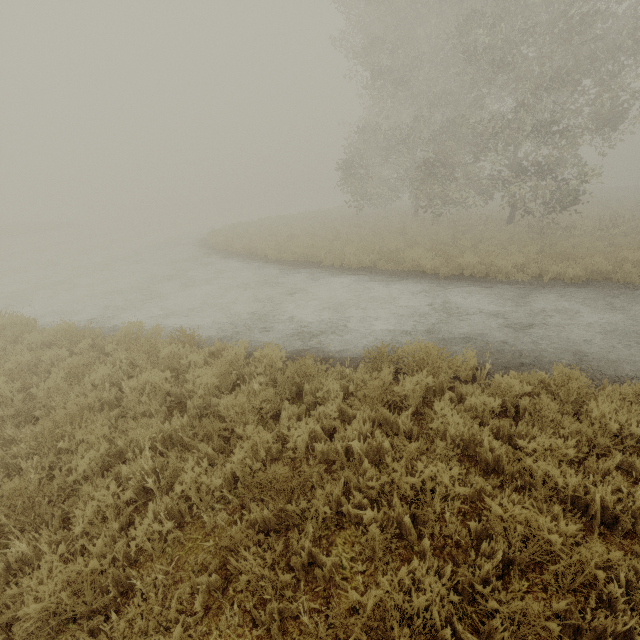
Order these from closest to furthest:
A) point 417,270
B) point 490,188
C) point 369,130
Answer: point 417,270 → point 490,188 → point 369,130
